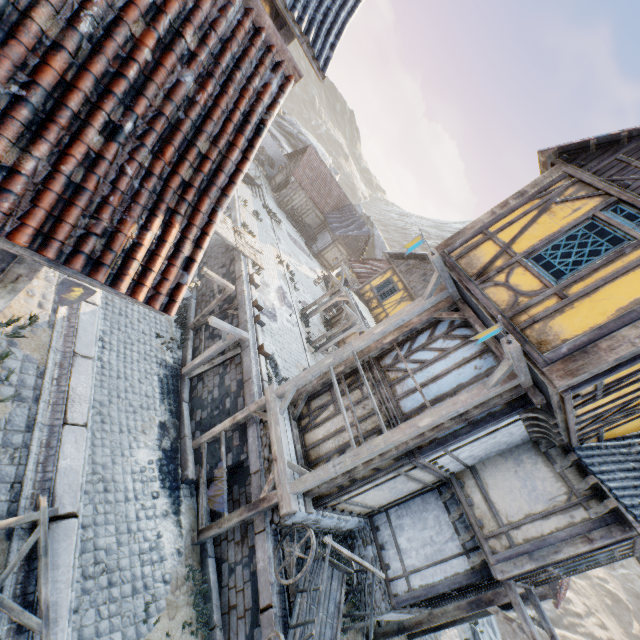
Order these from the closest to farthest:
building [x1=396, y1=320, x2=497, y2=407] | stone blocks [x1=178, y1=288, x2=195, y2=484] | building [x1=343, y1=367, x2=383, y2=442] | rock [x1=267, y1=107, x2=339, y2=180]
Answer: building [x1=396, y1=320, x2=497, y2=407] < building [x1=343, y1=367, x2=383, y2=442] < stone blocks [x1=178, y1=288, x2=195, y2=484] < rock [x1=267, y1=107, x2=339, y2=180]

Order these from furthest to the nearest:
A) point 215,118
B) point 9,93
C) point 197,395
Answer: point 197,395
point 215,118
point 9,93

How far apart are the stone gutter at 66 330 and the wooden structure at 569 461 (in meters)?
9.49

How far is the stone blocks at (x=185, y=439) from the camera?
9.89m

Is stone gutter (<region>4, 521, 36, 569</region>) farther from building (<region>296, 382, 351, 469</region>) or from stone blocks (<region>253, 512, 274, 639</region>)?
building (<region>296, 382, 351, 469</region>)

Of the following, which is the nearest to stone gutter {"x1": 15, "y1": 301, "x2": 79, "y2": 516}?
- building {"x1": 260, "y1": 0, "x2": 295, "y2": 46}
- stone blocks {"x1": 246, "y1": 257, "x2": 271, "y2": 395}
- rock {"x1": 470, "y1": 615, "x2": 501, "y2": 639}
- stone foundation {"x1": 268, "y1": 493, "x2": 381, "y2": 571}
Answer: stone blocks {"x1": 246, "y1": 257, "x2": 271, "y2": 395}

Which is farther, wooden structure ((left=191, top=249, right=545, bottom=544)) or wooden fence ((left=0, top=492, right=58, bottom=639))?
wooden structure ((left=191, top=249, right=545, bottom=544))

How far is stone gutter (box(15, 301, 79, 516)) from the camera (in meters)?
4.64
